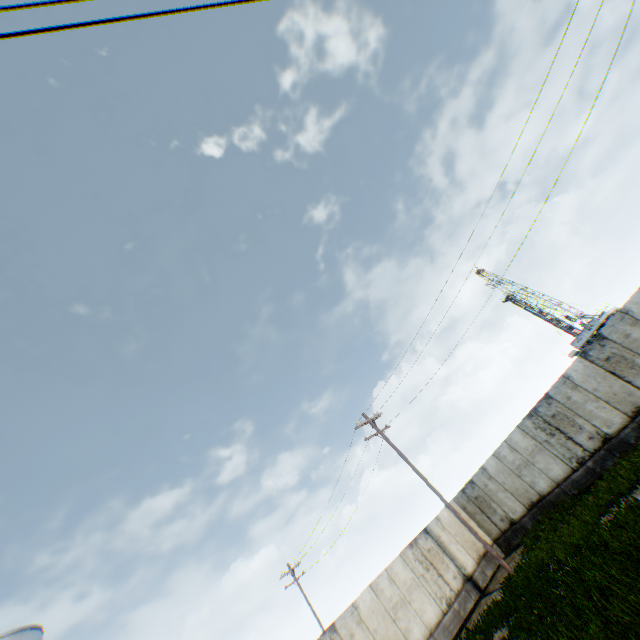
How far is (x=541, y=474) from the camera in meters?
16.5 m
